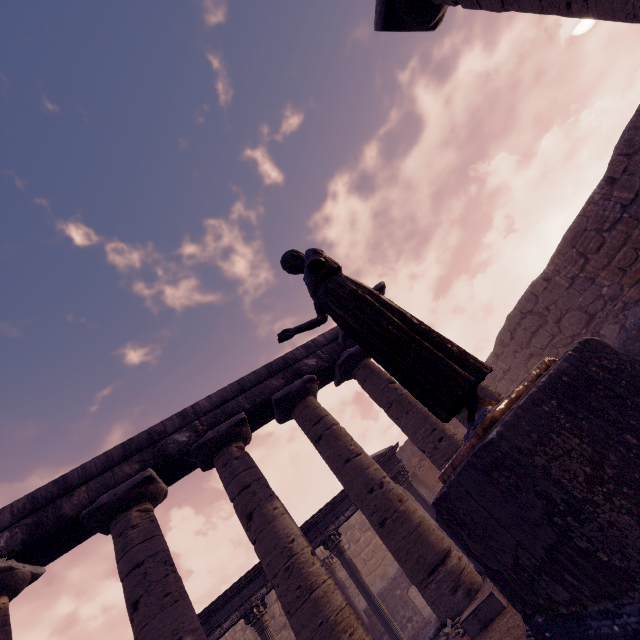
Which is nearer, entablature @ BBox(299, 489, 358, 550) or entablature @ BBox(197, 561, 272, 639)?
entablature @ BBox(197, 561, 272, 639)

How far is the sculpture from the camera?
2.34m

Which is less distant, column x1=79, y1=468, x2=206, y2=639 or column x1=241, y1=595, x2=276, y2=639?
column x1=79, y1=468, x2=206, y2=639

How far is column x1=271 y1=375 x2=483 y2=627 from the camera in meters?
5.8 m

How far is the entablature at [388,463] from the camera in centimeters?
1120cm

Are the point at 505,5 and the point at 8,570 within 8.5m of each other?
no

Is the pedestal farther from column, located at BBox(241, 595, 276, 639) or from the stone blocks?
column, located at BBox(241, 595, 276, 639)

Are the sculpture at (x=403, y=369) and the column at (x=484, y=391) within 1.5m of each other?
no
